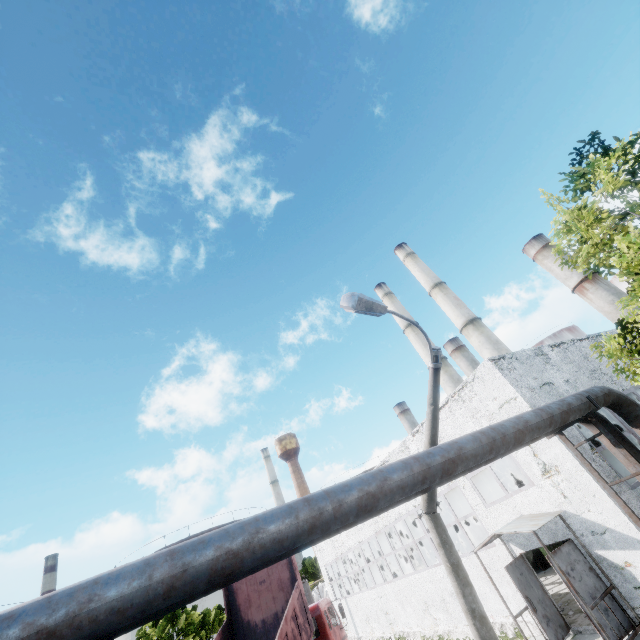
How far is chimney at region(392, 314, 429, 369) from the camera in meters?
40.5 m

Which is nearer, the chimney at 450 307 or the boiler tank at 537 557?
the boiler tank at 537 557

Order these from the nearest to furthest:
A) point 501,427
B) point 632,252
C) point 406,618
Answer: point 501,427
point 632,252
point 406,618

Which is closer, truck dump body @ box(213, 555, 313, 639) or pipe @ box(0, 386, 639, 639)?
pipe @ box(0, 386, 639, 639)

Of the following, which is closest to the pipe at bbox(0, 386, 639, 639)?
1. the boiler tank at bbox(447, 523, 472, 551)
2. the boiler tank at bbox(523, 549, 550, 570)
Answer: the boiler tank at bbox(523, 549, 550, 570)

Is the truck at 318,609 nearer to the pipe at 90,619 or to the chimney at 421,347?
the pipe at 90,619

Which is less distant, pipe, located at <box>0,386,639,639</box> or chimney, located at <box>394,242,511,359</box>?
pipe, located at <box>0,386,639,639</box>

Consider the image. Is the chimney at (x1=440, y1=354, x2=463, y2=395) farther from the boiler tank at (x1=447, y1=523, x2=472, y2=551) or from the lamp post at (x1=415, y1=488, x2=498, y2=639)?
the lamp post at (x1=415, y1=488, x2=498, y2=639)
